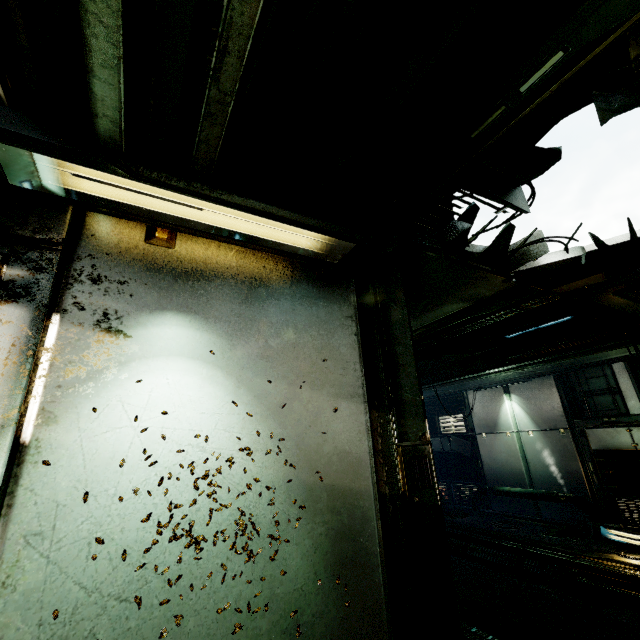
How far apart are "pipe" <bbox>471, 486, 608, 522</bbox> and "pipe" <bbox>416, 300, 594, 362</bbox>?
5.6 meters

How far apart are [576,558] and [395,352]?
8.7 meters

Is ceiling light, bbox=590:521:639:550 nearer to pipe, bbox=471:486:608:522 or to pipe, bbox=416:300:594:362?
pipe, bbox=471:486:608:522

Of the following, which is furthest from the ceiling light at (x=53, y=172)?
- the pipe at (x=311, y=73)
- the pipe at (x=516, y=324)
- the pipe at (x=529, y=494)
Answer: the pipe at (x=529, y=494)

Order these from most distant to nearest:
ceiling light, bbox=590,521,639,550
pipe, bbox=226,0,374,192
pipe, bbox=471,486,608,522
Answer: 1. pipe, bbox=471,486,608,522
2. ceiling light, bbox=590,521,639,550
3. pipe, bbox=226,0,374,192

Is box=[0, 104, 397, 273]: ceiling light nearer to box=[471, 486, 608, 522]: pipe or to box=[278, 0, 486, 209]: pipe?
box=[278, 0, 486, 209]: pipe

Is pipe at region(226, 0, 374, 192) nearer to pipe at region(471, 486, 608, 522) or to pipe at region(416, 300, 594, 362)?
pipe at region(416, 300, 594, 362)

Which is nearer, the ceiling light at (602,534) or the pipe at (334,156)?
the pipe at (334,156)
